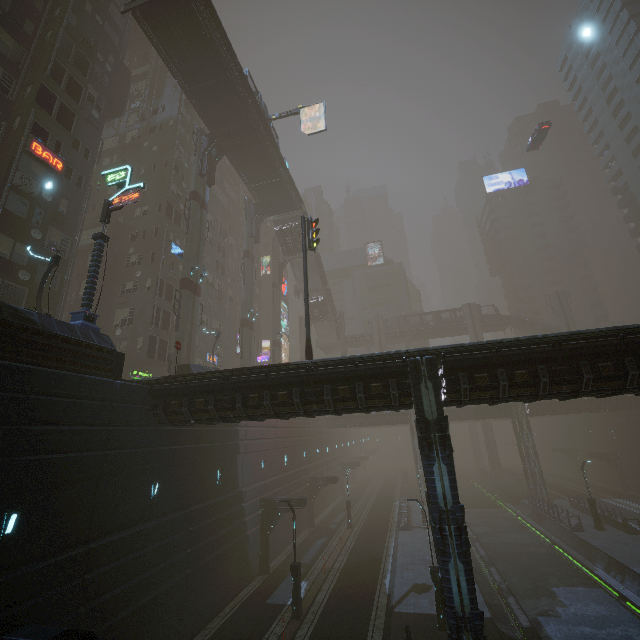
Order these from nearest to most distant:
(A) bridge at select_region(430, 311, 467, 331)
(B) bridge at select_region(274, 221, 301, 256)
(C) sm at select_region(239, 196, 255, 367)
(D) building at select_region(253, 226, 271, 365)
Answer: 1. (C) sm at select_region(239, 196, 255, 367)
2. (B) bridge at select_region(274, 221, 301, 256)
3. (D) building at select_region(253, 226, 271, 365)
4. (A) bridge at select_region(430, 311, 467, 331)

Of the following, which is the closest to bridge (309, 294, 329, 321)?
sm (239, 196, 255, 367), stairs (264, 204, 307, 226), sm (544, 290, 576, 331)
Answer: stairs (264, 204, 307, 226)

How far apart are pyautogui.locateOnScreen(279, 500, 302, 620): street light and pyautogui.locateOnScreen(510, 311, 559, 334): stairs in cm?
5325

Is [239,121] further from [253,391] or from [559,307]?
[559,307]

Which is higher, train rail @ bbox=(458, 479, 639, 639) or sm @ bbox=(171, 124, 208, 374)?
sm @ bbox=(171, 124, 208, 374)

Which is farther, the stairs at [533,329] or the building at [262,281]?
the stairs at [533,329]

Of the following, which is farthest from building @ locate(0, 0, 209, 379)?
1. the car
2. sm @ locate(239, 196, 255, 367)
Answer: the car

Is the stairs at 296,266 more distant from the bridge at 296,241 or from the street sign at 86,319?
the street sign at 86,319
